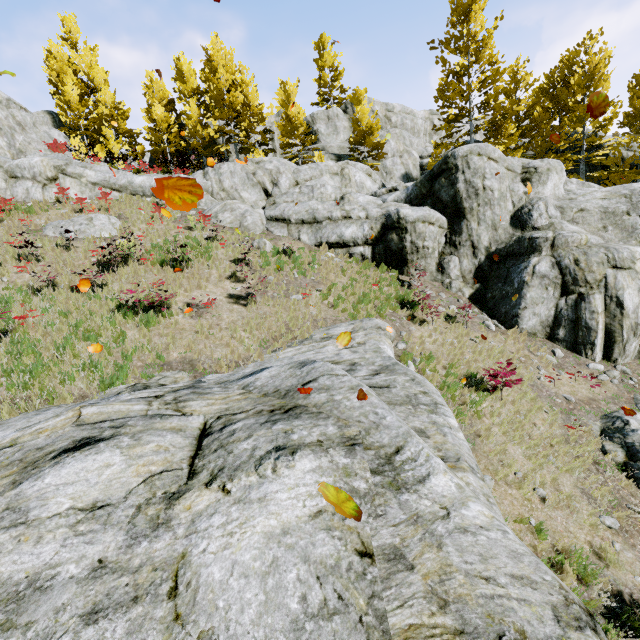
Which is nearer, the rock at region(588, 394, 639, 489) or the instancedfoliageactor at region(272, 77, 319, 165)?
the rock at region(588, 394, 639, 489)

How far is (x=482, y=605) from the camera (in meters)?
2.08

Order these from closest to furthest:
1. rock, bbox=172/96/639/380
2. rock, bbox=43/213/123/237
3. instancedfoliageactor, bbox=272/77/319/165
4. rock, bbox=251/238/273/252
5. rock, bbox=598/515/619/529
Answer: rock, bbox=598/515/619/529, rock, bbox=172/96/639/380, rock, bbox=43/213/123/237, rock, bbox=251/238/273/252, instancedfoliageactor, bbox=272/77/319/165

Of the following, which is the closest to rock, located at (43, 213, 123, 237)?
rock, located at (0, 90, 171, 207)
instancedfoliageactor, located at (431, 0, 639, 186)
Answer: rock, located at (0, 90, 171, 207)

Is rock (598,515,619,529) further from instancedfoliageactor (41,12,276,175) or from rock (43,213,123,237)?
rock (43,213,123,237)

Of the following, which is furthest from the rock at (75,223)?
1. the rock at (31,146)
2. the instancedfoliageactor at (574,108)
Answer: the instancedfoliageactor at (574,108)

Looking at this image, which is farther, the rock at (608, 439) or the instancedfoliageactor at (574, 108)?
the instancedfoliageactor at (574, 108)
